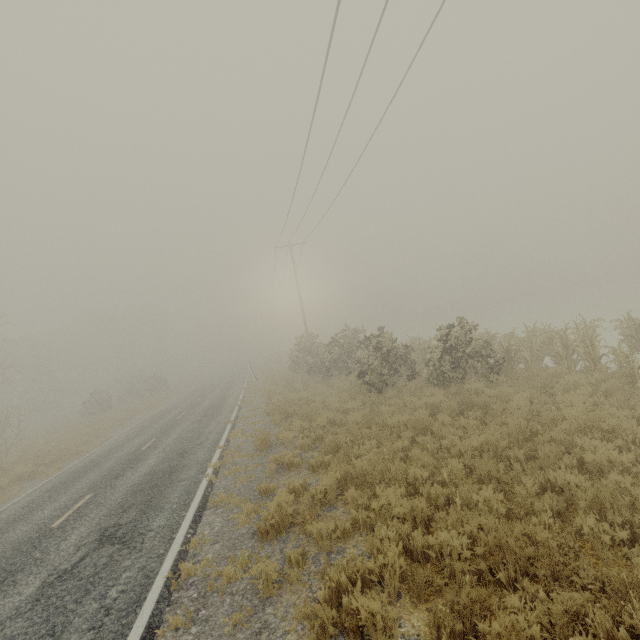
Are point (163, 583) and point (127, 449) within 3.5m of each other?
no
